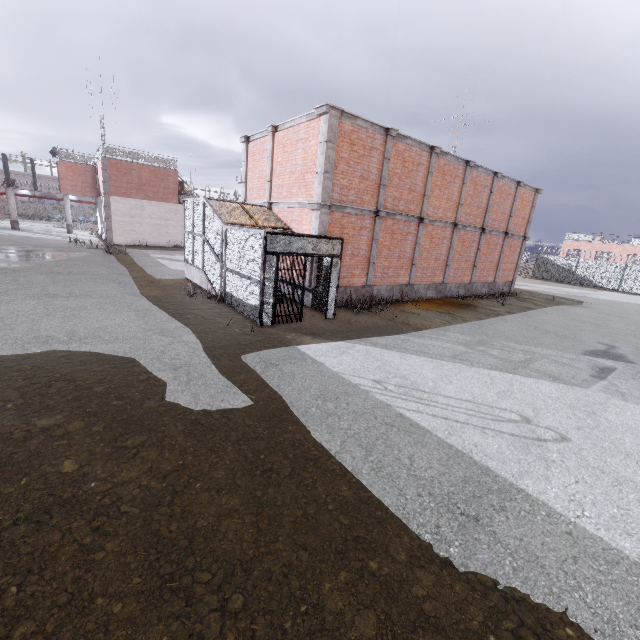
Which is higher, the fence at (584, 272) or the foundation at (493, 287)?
the fence at (584, 272)

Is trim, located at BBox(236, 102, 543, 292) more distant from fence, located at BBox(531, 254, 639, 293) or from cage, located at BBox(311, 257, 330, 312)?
fence, located at BBox(531, 254, 639, 293)

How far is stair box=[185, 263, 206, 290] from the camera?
14.0m

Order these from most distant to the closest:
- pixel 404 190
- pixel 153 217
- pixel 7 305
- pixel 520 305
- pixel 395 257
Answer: pixel 153 217 → pixel 520 305 → pixel 395 257 → pixel 404 190 → pixel 7 305

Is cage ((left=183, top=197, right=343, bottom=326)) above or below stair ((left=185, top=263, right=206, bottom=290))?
above

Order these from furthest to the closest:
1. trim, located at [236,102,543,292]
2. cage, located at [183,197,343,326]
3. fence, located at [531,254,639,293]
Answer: fence, located at [531,254,639,293] < trim, located at [236,102,543,292] < cage, located at [183,197,343,326]

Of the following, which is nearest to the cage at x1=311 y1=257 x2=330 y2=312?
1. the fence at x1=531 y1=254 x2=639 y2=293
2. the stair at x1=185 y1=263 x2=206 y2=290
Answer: the stair at x1=185 y1=263 x2=206 y2=290

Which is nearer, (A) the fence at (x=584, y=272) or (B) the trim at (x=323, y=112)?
(B) the trim at (x=323, y=112)
